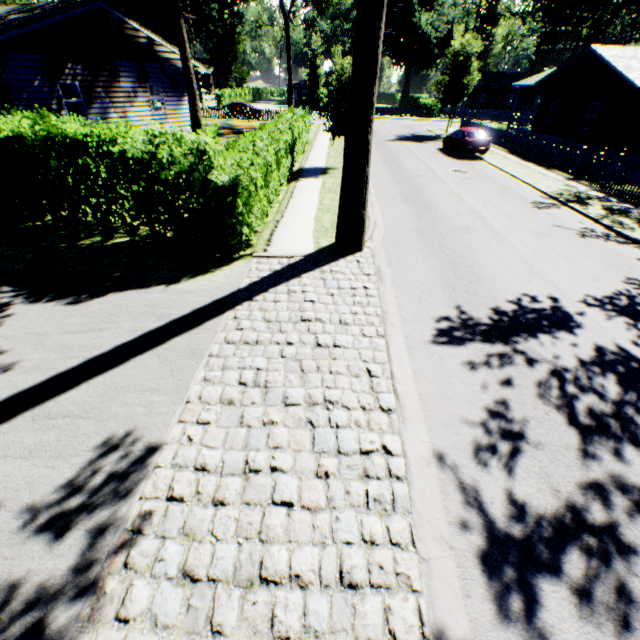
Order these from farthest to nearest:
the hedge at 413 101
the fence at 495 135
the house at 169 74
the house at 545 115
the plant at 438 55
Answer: the hedge at 413 101, the house at 545 115, the fence at 495 135, the house at 169 74, the plant at 438 55

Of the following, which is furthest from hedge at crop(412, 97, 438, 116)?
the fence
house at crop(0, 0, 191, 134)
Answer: house at crop(0, 0, 191, 134)

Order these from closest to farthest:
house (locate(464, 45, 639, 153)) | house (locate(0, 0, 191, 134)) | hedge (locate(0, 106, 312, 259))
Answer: hedge (locate(0, 106, 312, 259)) → house (locate(0, 0, 191, 134)) → house (locate(464, 45, 639, 153))

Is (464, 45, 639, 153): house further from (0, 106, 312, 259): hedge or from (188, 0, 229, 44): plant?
(0, 106, 312, 259): hedge

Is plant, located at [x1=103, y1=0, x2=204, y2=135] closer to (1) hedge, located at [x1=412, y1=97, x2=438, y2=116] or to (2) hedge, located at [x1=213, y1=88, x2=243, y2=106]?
(1) hedge, located at [x1=412, y1=97, x2=438, y2=116]

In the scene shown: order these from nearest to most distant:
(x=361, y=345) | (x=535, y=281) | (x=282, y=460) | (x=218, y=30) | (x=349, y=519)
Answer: (x=349, y=519) → (x=282, y=460) → (x=361, y=345) → (x=535, y=281) → (x=218, y=30)

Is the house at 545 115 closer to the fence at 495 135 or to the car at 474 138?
the fence at 495 135

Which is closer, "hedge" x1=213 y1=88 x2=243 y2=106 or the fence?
the fence
